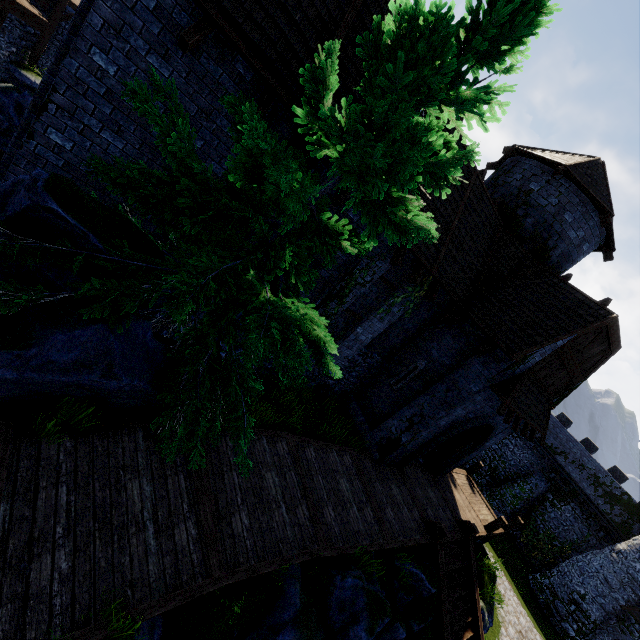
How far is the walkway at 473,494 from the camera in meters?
14.7 m

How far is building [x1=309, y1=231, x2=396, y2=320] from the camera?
8.9 meters

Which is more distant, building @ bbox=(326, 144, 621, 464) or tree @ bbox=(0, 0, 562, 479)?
building @ bbox=(326, 144, 621, 464)

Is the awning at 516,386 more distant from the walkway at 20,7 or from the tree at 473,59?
the walkway at 20,7

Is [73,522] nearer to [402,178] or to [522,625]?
[402,178]

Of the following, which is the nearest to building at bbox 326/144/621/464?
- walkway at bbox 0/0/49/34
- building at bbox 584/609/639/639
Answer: walkway at bbox 0/0/49/34

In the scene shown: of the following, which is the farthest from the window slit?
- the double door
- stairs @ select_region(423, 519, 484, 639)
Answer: stairs @ select_region(423, 519, 484, 639)

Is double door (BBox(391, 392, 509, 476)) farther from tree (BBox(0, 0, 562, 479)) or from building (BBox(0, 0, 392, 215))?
tree (BBox(0, 0, 562, 479))
